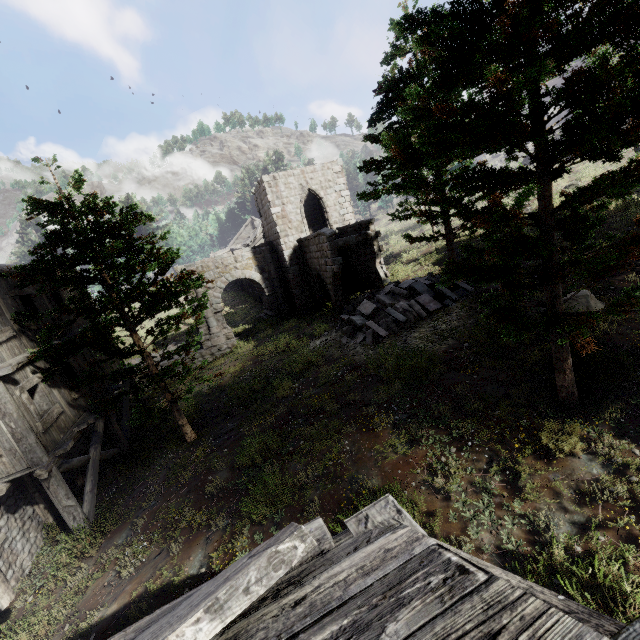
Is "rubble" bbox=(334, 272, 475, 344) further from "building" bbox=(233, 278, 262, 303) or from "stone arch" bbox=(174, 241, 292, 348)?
"building" bbox=(233, 278, 262, 303)

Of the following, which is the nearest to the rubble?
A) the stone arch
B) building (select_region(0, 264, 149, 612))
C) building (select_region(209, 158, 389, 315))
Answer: building (select_region(209, 158, 389, 315))

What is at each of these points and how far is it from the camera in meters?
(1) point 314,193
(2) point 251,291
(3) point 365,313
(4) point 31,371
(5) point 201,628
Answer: (1) building, 22.7 m
(2) building, 35.8 m
(3) rubble, 15.3 m
(4) building, 9.8 m
(5) building, 1.6 m

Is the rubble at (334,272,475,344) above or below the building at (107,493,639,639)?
below

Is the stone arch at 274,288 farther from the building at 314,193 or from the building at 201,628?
the building at 201,628

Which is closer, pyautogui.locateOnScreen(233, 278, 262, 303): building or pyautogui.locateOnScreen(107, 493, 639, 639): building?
pyautogui.locateOnScreen(107, 493, 639, 639): building

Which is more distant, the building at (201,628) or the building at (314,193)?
the building at (314,193)

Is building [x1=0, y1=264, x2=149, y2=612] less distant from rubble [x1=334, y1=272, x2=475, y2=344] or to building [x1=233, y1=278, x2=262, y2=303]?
rubble [x1=334, y1=272, x2=475, y2=344]
